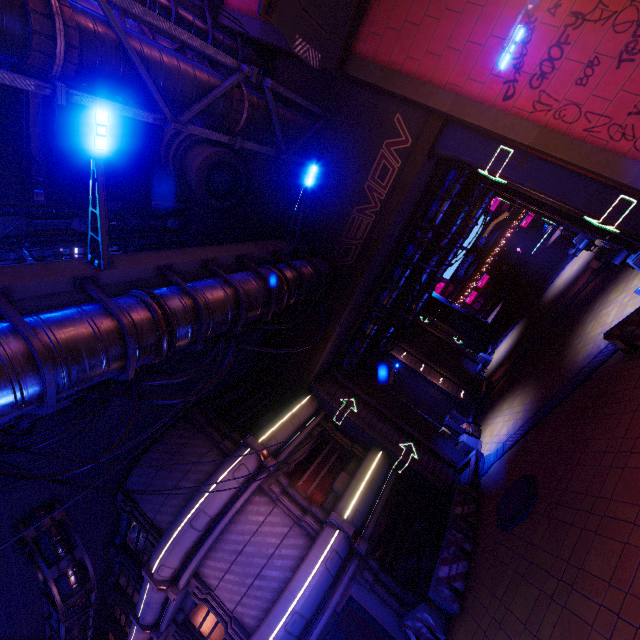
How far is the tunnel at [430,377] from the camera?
18.3m

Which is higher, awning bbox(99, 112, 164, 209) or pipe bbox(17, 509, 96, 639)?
awning bbox(99, 112, 164, 209)

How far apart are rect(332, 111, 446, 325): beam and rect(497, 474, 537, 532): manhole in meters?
9.2

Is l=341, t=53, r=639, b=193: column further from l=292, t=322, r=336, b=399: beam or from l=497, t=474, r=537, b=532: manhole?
l=497, t=474, r=537, b=532: manhole

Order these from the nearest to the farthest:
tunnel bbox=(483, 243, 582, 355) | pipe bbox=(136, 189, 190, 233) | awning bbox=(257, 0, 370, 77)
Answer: awning bbox=(257, 0, 370, 77) → pipe bbox=(136, 189, 190, 233) → tunnel bbox=(483, 243, 582, 355)

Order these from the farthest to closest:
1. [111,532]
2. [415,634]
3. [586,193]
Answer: [111,532]
[415,634]
[586,193]

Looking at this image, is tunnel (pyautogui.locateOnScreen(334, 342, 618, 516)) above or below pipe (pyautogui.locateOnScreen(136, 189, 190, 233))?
below

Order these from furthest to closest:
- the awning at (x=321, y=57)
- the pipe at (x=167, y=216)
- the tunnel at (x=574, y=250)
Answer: the tunnel at (x=574, y=250) < the pipe at (x=167, y=216) < the awning at (x=321, y=57)
